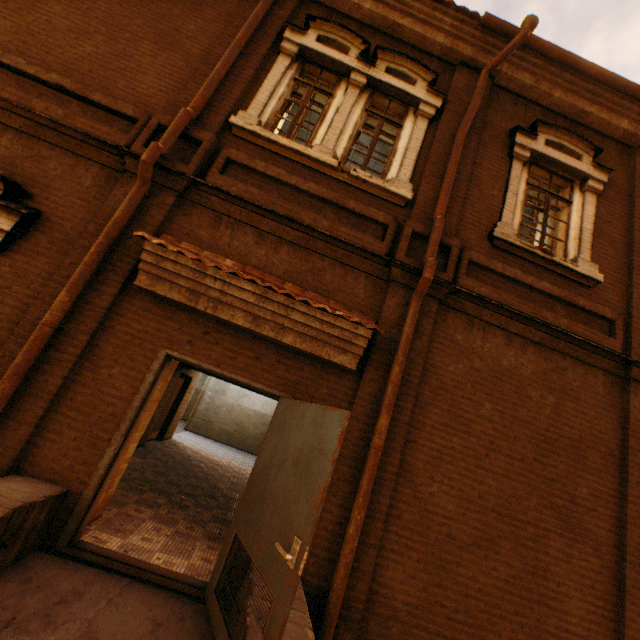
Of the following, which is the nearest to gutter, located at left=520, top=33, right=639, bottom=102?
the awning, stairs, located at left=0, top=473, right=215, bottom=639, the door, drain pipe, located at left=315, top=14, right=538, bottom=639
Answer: drain pipe, located at left=315, top=14, right=538, bottom=639

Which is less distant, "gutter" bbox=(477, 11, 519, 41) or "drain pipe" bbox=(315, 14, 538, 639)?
"drain pipe" bbox=(315, 14, 538, 639)

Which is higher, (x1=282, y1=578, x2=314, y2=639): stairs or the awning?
the awning

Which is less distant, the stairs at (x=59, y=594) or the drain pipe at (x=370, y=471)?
the stairs at (x=59, y=594)

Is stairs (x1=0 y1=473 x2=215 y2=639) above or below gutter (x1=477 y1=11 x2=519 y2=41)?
below

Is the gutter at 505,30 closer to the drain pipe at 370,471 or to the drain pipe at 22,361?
the drain pipe at 370,471

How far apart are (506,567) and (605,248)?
5.4 meters

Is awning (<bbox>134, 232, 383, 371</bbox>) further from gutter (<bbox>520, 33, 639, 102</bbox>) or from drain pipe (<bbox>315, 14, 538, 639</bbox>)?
gutter (<bbox>520, 33, 639, 102</bbox>)
